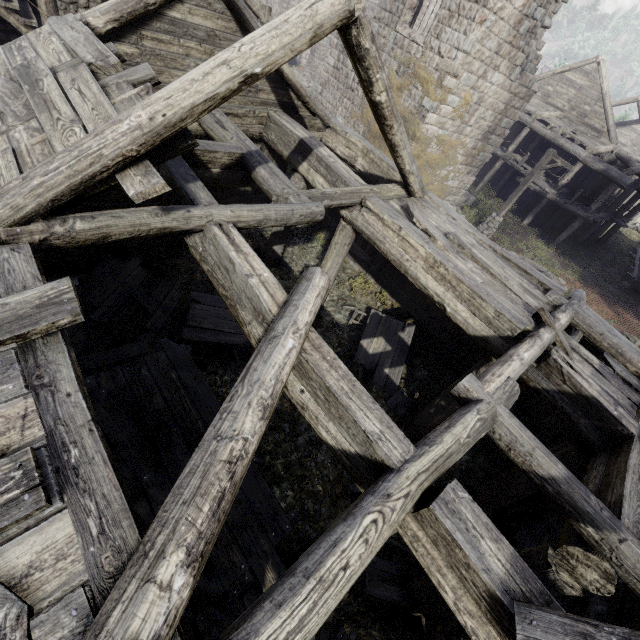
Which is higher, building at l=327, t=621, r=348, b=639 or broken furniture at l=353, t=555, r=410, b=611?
building at l=327, t=621, r=348, b=639

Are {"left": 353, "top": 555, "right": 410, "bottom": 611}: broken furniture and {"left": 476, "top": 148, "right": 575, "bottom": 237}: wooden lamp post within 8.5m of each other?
no

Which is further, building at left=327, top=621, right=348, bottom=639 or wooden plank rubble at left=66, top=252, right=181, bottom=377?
wooden plank rubble at left=66, top=252, right=181, bottom=377

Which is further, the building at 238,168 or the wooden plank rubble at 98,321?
the wooden plank rubble at 98,321

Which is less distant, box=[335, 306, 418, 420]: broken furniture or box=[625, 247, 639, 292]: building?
box=[335, 306, 418, 420]: broken furniture

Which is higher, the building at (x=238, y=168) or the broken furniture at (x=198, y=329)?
the building at (x=238, y=168)

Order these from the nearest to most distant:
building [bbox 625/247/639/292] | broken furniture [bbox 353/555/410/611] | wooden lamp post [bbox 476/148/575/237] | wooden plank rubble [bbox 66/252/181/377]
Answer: broken furniture [bbox 353/555/410/611], wooden plank rubble [bbox 66/252/181/377], wooden lamp post [bbox 476/148/575/237], building [bbox 625/247/639/292]

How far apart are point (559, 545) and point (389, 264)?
8.3 meters
